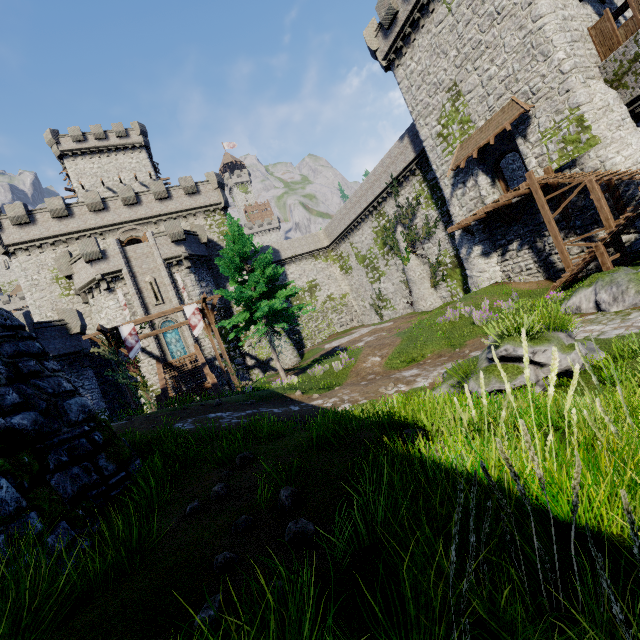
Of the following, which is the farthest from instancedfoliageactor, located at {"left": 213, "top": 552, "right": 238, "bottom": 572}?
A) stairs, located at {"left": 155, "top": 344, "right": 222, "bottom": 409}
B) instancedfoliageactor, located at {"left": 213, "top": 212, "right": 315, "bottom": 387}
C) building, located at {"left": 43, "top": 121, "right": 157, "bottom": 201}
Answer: building, located at {"left": 43, "top": 121, "right": 157, "bottom": 201}

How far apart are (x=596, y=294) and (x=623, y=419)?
9.4m

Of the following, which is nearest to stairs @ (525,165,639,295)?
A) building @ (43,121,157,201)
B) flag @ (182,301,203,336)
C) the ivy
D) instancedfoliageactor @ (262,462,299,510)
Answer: instancedfoliageactor @ (262,462,299,510)

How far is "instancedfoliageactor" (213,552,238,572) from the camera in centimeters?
262cm

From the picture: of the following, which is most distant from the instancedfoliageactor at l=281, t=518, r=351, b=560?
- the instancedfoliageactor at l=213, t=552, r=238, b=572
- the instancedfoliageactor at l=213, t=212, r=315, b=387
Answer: the instancedfoliageactor at l=213, t=212, r=315, b=387

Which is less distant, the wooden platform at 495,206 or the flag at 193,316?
the wooden platform at 495,206

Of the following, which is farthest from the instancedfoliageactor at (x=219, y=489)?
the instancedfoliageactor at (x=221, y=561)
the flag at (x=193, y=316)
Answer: the flag at (x=193, y=316)

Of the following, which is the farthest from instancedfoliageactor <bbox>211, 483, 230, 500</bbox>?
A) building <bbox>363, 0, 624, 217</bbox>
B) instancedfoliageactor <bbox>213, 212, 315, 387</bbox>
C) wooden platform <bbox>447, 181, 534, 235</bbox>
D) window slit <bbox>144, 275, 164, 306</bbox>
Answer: window slit <bbox>144, 275, 164, 306</bbox>
